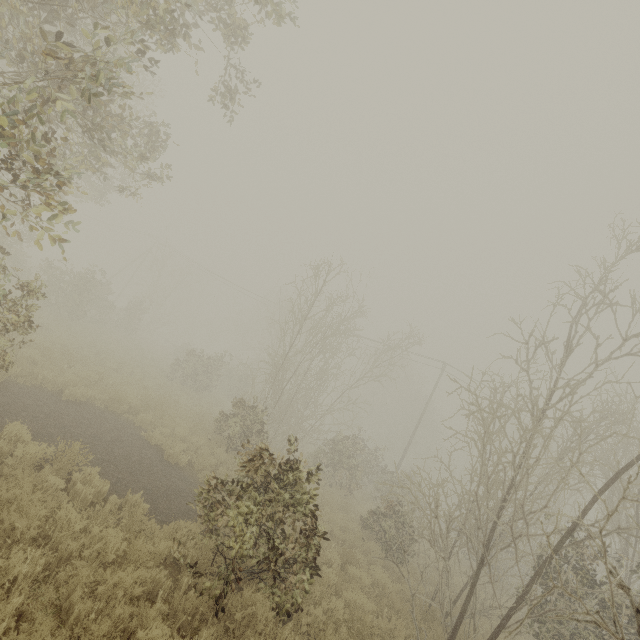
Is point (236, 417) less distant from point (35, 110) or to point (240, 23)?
point (35, 110)

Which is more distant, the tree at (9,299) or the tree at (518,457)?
the tree at (518,457)

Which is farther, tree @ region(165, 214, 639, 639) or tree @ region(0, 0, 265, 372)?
tree @ region(165, 214, 639, 639)
